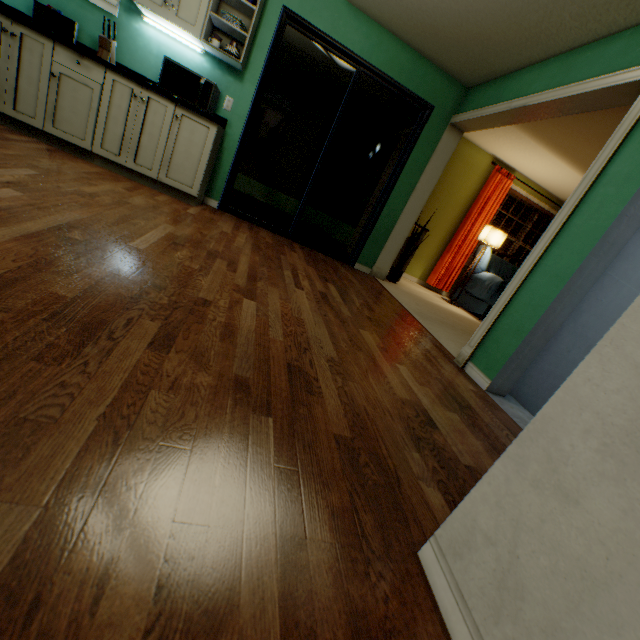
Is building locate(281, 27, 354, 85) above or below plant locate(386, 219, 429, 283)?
above

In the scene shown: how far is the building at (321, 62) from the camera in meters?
4.3

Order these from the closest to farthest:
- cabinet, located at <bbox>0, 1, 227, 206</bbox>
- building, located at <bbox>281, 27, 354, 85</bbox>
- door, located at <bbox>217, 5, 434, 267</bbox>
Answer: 1. cabinet, located at <bbox>0, 1, 227, 206</bbox>
2. door, located at <bbox>217, 5, 434, 267</bbox>
3. building, located at <bbox>281, 27, 354, 85</bbox>

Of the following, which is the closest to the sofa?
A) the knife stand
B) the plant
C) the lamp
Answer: the lamp

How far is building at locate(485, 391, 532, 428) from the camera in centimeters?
204cm

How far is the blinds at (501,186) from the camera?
5.6m

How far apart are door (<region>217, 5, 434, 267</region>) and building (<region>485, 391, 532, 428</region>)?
2.6m

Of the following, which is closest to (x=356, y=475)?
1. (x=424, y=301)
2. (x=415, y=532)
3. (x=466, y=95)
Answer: (x=415, y=532)
